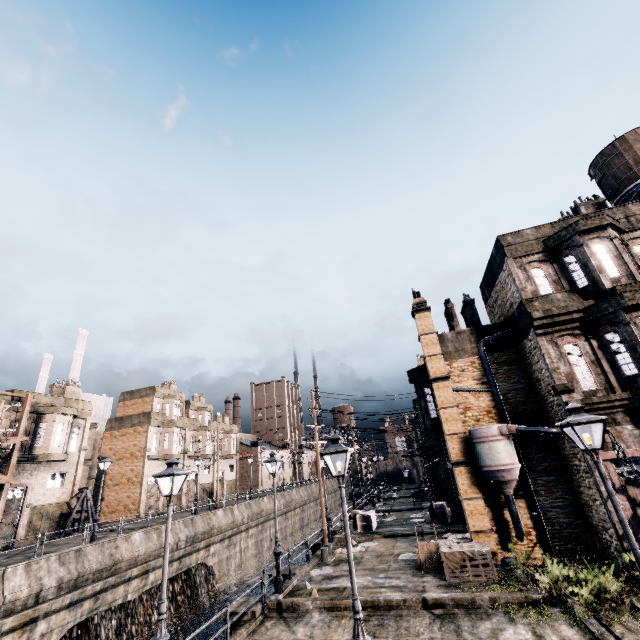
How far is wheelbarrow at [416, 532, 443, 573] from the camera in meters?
15.3 m

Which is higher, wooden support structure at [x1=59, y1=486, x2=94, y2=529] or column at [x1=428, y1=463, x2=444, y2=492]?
wooden support structure at [x1=59, y1=486, x2=94, y2=529]

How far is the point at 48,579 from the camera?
19.2 meters

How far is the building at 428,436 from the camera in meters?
21.0 m

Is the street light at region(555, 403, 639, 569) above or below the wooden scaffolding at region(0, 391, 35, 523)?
below

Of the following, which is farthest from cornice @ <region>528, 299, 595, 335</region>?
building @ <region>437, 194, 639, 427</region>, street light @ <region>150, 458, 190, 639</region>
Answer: street light @ <region>150, 458, 190, 639</region>

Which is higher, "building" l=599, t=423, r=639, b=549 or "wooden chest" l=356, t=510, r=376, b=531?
"building" l=599, t=423, r=639, b=549

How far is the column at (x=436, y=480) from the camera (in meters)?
36.41
